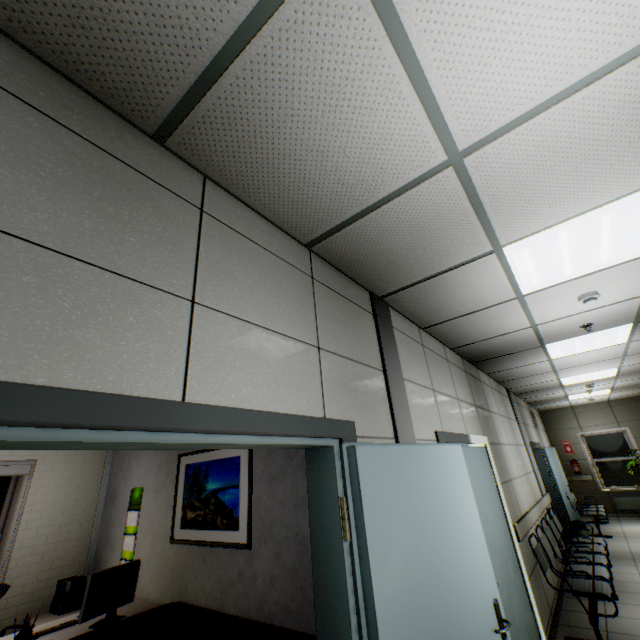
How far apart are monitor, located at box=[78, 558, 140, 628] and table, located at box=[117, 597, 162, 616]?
0.1 meters

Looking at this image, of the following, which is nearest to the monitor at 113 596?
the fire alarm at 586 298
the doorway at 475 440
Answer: the doorway at 475 440

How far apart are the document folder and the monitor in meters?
1.5

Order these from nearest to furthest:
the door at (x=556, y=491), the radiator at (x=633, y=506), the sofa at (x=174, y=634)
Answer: the sofa at (x=174, y=634) < the door at (x=556, y=491) < the radiator at (x=633, y=506)

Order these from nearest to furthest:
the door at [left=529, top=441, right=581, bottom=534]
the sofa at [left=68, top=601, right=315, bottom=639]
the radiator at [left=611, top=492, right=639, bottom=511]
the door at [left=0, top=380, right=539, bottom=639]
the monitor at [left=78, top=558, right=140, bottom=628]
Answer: the door at [left=0, top=380, right=539, bottom=639] < the sofa at [left=68, top=601, right=315, bottom=639] < the monitor at [left=78, top=558, right=140, bottom=628] < the door at [left=529, top=441, right=581, bottom=534] < the radiator at [left=611, top=492, right=639, bottom=511]

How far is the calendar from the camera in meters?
3.9 m

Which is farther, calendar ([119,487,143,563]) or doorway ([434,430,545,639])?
calendar ([119,487,143,563])

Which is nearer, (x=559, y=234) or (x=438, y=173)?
(x=438, y=173)
